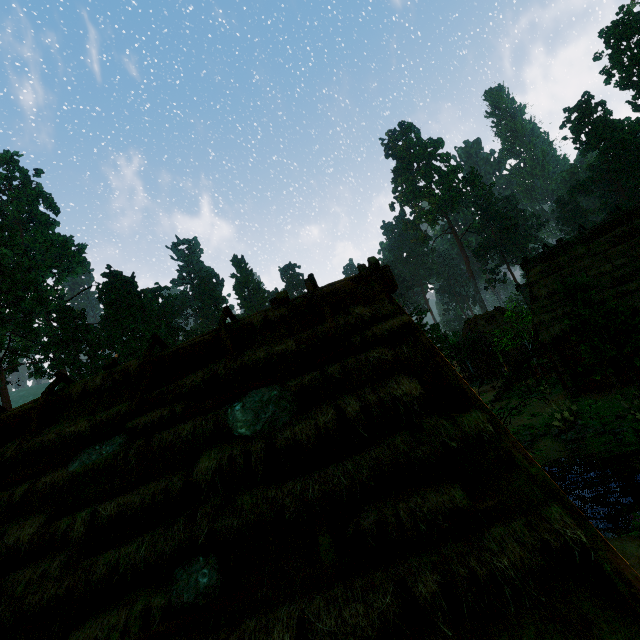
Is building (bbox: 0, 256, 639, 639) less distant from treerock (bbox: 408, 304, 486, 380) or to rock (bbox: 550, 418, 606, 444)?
treerock (bbox: 408, 304, 486, 380)

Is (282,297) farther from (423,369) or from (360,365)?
(423,369)

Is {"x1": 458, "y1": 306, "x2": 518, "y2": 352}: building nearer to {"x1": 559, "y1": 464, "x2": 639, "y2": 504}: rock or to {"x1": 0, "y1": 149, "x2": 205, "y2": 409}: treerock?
{"x1": 0, "y1": 149, "x2": 205, "y2": 409}: treerock

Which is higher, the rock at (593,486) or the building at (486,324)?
the building at (486,324)

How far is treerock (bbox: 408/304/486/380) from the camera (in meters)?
31.86

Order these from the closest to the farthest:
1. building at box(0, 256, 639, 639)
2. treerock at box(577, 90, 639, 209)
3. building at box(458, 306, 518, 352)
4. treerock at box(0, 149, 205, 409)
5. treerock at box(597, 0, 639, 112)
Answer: building at box(0, 256, 639, 639), building at box(458, 306, 518, 352), treerock at box(0, 149, 205, 409), treerock at box(597, 0, 639, 112), treerock at box(577, 90, 639, 209)

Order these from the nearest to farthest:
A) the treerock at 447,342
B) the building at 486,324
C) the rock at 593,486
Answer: the rock at 593,486 < the treerock at 447,342 < the building at 486,324

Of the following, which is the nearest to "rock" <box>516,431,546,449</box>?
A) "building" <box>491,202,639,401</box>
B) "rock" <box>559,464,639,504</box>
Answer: "rock" <box>559,464,639,504</box>
